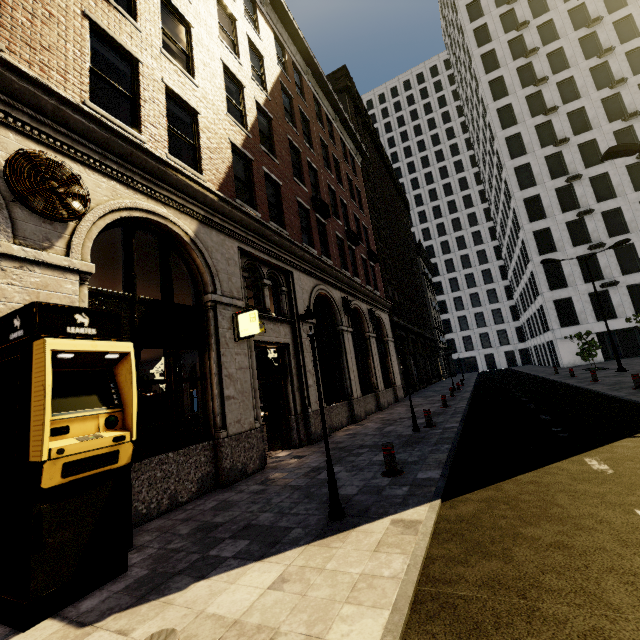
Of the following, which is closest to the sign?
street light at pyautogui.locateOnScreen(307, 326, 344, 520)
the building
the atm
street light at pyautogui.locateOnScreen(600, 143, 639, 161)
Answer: the building

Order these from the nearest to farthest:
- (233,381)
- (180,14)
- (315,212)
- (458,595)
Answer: (458,595), (233,381), (180,14), (315,212)

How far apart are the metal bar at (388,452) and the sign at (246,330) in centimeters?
374cm

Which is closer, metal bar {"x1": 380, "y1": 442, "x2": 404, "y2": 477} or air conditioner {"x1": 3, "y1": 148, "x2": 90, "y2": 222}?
air conditioner {"x1": 3, "y1": 148, "x2": 90, "y2": 222}

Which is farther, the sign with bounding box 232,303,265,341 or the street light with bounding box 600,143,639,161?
the street light with bounding box 600,143,639,161

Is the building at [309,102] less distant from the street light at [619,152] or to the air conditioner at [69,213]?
the air conditioner at [69,213]

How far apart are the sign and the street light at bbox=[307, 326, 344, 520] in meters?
2.8

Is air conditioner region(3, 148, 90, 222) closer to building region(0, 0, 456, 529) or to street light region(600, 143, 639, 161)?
building region(0, 0, 456, 529)
